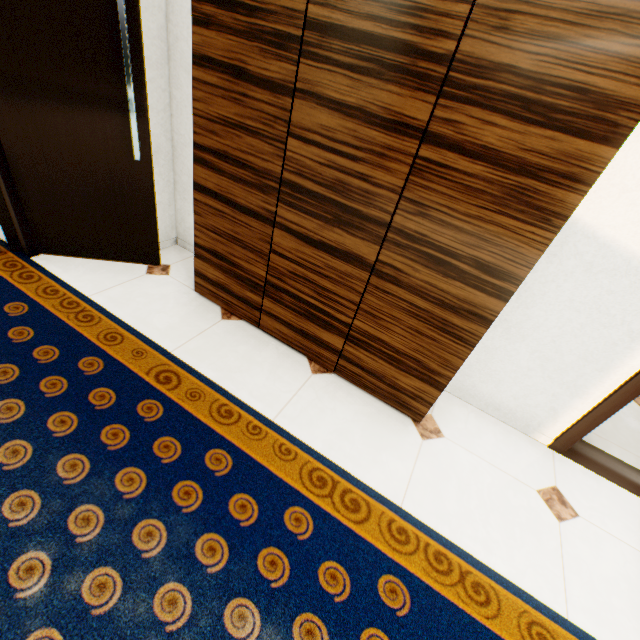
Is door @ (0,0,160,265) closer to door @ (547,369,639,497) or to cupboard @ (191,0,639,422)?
cupboard @ (191,0,639,422)

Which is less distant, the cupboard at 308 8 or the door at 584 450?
the cupboard at 308 8

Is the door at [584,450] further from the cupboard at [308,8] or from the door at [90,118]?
the door at [90,118]

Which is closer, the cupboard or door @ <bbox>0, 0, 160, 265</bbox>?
the cupboard

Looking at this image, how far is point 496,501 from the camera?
1.65m

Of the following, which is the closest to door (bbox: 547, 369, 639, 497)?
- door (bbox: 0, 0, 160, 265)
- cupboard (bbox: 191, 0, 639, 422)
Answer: cupboard (bbox: 191, 0, 639, 422)

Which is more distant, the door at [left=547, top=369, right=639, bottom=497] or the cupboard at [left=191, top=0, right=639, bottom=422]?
the door at [left=547, top=369, right=639, bottom=497]
